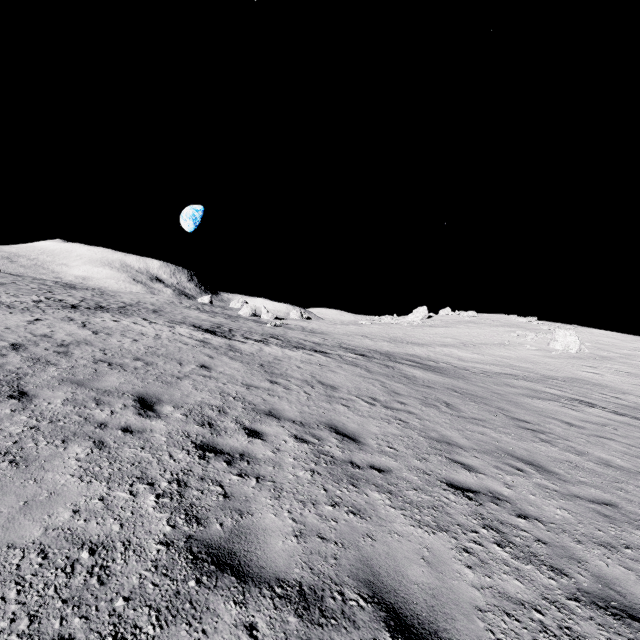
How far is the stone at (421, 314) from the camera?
53.08m

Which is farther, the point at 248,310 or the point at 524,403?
the point at 248,310

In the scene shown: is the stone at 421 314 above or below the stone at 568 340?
above

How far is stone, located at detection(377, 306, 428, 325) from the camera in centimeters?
5308cm

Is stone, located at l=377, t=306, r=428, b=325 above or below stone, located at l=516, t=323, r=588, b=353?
above

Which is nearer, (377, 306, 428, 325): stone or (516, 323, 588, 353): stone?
(516, 323, 588, 353): stone

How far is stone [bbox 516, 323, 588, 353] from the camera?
33.8 meters
